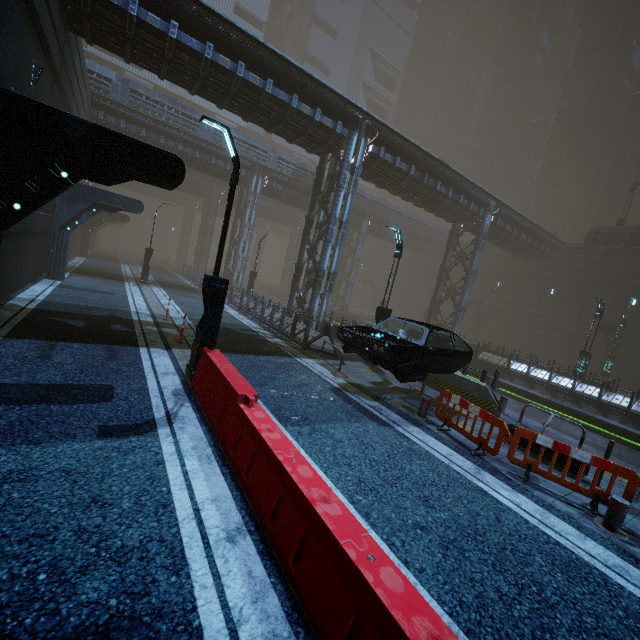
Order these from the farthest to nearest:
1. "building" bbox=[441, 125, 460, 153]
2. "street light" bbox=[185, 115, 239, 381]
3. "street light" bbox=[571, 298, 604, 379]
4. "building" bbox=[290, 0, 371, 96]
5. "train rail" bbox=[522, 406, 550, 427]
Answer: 1. "building" bbox=[441, 125, 460, 153]
2. "building" bbox=[290, 0, 371, 96]
3. "street light" bbox=[571, 298, 604, 379]
4. "train rail" bbox=[522, 406, 550, 427]
5. "street light" bbox=[185, 115, 239, 381]

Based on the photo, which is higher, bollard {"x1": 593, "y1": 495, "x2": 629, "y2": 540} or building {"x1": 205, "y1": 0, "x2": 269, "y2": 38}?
building {"x1": 205, "y1": 0, "x2": 269, "y2": 38}

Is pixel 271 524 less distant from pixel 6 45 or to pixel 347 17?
pixel 6 45

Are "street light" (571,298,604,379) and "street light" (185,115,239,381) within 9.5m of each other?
no

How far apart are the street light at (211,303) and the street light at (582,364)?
21.6m

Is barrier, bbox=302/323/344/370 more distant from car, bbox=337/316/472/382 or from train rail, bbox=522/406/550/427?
train rail, bbox=522/406/550/427

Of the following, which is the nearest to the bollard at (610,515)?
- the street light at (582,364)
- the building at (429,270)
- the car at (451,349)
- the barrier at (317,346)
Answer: the car at (451,349)

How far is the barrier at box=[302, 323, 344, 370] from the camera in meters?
12.2
